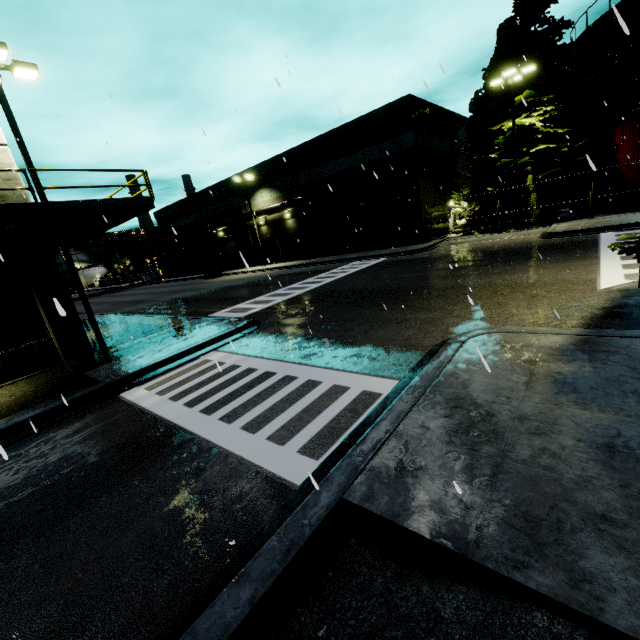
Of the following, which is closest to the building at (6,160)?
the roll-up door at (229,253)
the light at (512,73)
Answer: the roll-up door at (229,253)

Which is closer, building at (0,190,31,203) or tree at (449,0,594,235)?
building at (0,190,31,203)

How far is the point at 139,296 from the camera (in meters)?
35.31

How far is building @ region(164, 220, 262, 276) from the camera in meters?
40.1 m

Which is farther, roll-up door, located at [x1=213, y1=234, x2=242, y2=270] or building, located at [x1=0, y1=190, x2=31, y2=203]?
roll-up door, located at [x1=213, y1=234, x2=242, y2=270]

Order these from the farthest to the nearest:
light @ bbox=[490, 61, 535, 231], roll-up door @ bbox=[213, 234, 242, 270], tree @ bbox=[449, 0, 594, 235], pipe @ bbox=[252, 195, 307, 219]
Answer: roll-up door @ bbox=[213, 234, 242, 270], pipe @ bbox=[252, 195, 307, 219], tree @ bbox=[449, 0, 594, 235], light @ bbox=[490, 61, 535, 231]

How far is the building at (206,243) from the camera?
40.1 meters

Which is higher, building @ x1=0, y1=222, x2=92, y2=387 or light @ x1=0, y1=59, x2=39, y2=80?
light @ x1=0, y1=59, x2=39, y2=80
